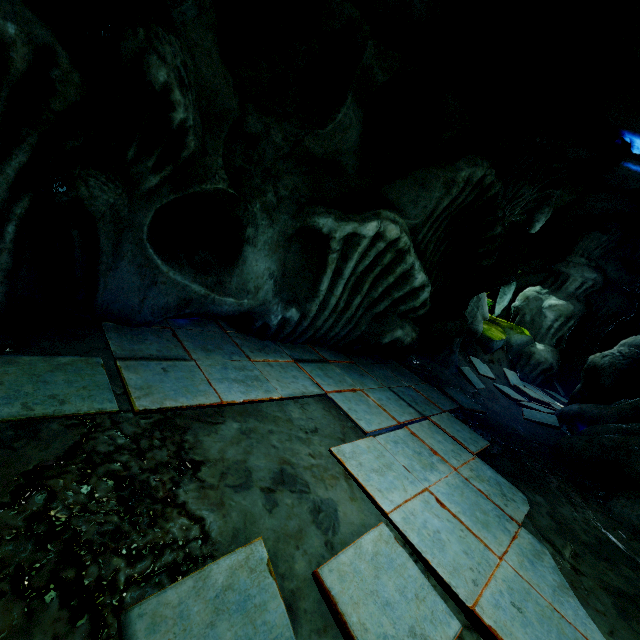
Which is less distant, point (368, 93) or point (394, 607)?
point (394, 607)
